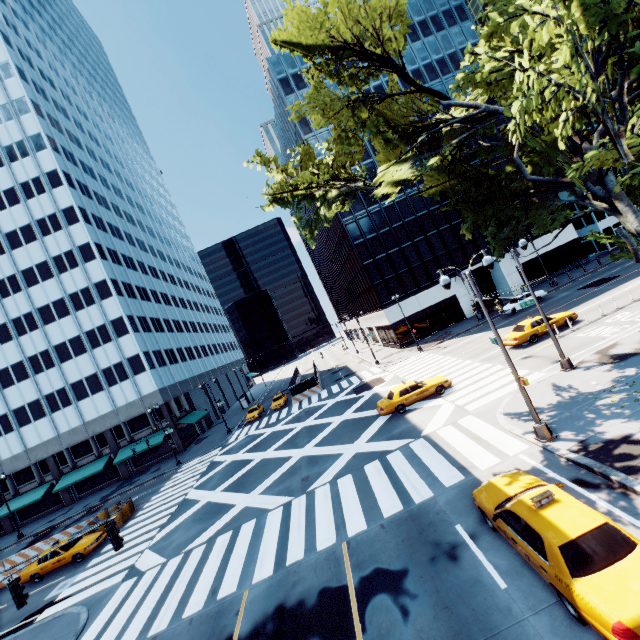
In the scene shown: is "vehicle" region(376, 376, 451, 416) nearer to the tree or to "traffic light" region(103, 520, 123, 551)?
the tree

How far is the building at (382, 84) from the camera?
45.7 meters

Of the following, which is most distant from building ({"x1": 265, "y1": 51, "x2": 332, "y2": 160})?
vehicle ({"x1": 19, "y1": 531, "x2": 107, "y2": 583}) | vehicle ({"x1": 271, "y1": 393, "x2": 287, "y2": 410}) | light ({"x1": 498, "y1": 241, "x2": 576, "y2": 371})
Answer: vehicle ({"x1": 19, "y1": 531, "x2": 107, "y2": 583})

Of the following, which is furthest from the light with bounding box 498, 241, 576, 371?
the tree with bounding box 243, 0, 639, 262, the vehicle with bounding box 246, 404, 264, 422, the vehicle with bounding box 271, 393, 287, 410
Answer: the vehicle with bounding box 246, 404, 264, 422

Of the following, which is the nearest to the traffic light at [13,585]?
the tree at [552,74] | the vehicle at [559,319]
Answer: the tree at [552,74]

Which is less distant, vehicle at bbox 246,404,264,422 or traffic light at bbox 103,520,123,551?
traffic light at bbox 103,520,123,551

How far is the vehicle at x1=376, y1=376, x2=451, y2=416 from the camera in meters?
21.3 m

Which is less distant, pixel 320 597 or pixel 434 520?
pixel 320 597
